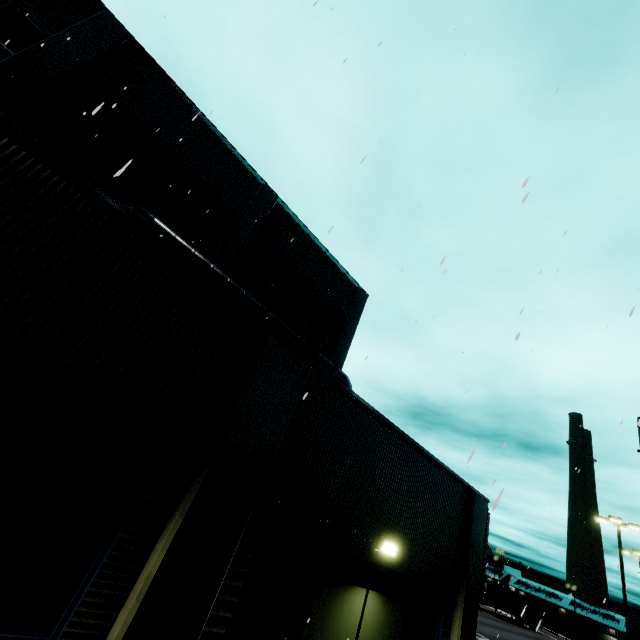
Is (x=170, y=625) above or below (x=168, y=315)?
below

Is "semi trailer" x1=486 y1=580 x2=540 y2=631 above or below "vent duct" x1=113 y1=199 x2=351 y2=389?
below

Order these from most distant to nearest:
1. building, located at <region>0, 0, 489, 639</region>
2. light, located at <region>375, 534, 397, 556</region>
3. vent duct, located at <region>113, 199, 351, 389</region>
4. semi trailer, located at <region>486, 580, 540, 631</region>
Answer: semi trailer, located at <region>486, 580, 540, 631</region> < vent duct, located at <region>113, 199, 351, 389</region> < light, located at <region>375, 534, 397, 556</region> < building, located at <region>0, 0, 489, 639</region>

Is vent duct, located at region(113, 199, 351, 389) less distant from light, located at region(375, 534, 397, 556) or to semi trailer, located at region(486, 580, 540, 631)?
light, located at region(375, 534, 397, 556)

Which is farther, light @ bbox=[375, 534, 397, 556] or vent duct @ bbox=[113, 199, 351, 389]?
vent duct @ bbox=[113, 199, 351, 389]

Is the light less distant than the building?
No

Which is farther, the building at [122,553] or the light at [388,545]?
the light at [388,545]

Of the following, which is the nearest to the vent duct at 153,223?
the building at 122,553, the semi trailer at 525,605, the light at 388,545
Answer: the building at 122,553
